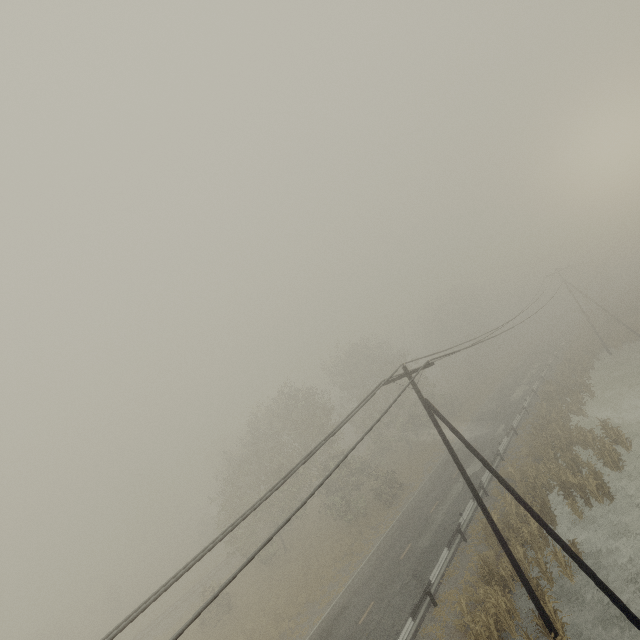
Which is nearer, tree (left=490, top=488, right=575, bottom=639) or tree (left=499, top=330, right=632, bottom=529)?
tree (left=490, top=488, right=575, bottom=639)

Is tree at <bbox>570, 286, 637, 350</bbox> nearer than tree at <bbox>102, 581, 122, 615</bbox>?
Yes

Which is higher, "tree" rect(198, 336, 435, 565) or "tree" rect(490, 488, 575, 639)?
"tree" rect(198, 336, 435, 565)

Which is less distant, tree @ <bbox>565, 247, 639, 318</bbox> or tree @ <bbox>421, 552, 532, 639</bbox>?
tree @ <bbox>421, 552, 532, 639</bbox>

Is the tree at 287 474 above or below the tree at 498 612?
above

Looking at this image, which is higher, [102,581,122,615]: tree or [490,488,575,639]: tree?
[102,581,122,615]: tree

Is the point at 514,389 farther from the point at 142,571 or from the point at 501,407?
the point at 142,571

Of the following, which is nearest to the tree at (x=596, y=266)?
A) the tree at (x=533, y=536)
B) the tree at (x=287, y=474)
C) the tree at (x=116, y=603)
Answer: the tree at (x=116, y=603)
